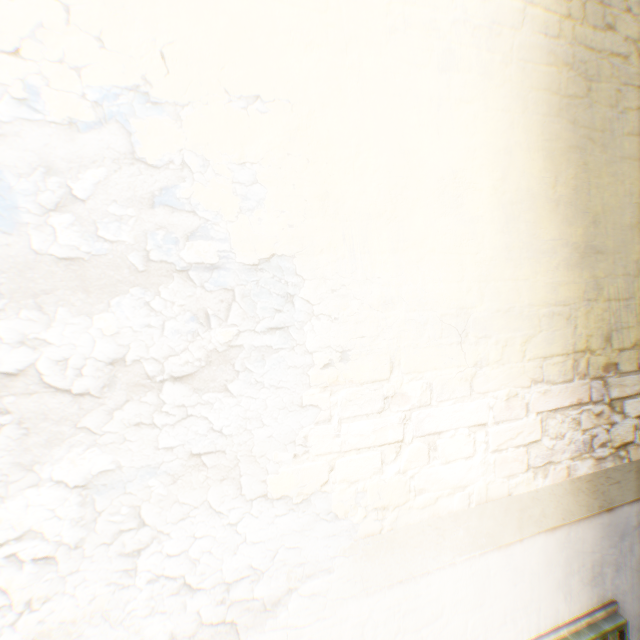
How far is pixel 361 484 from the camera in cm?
123
